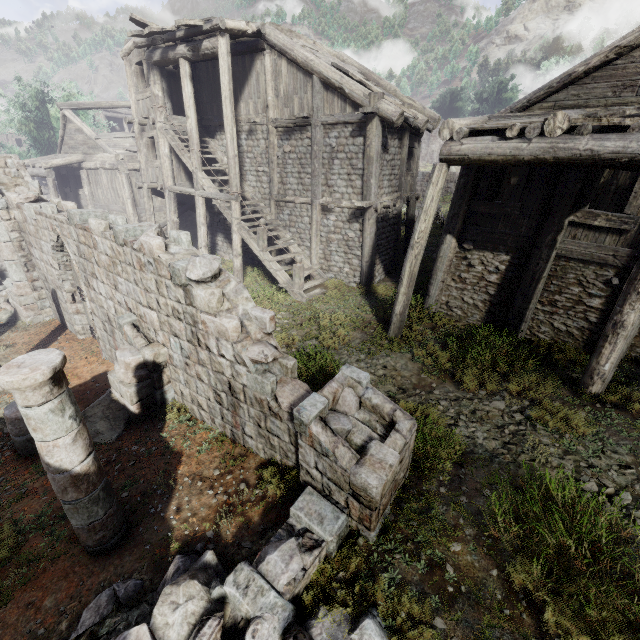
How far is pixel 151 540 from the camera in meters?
4.8 m

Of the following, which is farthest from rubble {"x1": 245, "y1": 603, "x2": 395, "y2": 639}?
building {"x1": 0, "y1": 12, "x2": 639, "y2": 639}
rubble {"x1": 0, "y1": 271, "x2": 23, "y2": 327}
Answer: rubble {"x1": 0, "y1": 271, "x2": 23, "y2": 327}

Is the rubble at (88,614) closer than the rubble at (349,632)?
No

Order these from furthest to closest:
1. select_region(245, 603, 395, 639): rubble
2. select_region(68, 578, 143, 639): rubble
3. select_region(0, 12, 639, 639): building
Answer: select_region(0, 12, 639, 639): building → select_region(68, 578, 143, 639): rubble → select_region(245, 603, 395, 639): rubble

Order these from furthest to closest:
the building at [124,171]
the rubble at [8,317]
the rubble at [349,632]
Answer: the rubble at [8,317] < the building at [124,171] < the rubble at [349,632]

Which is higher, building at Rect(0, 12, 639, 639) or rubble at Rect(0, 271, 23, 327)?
building at Rect(0, 12, 639, 639)

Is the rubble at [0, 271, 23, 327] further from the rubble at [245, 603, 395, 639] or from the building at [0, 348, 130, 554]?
the rubble at [245, 603, 395, 639]
